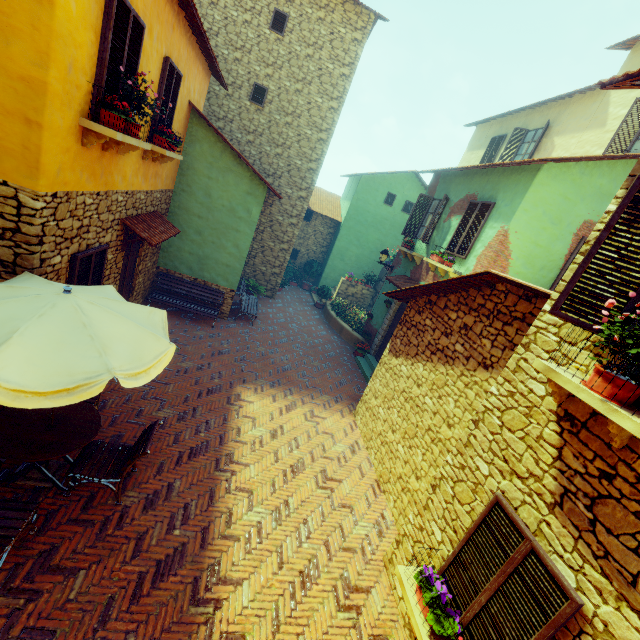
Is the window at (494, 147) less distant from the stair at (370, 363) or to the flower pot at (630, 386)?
the stair at (370, 363)

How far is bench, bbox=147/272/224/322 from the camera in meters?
10.4 m

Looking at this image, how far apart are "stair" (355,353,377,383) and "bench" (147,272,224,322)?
5.58m

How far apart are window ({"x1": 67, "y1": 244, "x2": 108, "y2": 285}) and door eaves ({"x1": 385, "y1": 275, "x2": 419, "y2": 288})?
8.1m

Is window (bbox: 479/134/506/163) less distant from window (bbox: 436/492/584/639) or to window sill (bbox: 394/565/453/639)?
window (bbox: 436/492/584/639)

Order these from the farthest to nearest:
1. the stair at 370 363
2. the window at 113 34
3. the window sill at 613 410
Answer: the stair at 370 363 → the window at 113 34 → the window sill at 613 410

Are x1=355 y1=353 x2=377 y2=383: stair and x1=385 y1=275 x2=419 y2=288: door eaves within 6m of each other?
yes

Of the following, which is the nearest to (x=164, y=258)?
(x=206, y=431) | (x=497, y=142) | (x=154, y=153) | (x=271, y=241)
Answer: (x=154, y=153)
